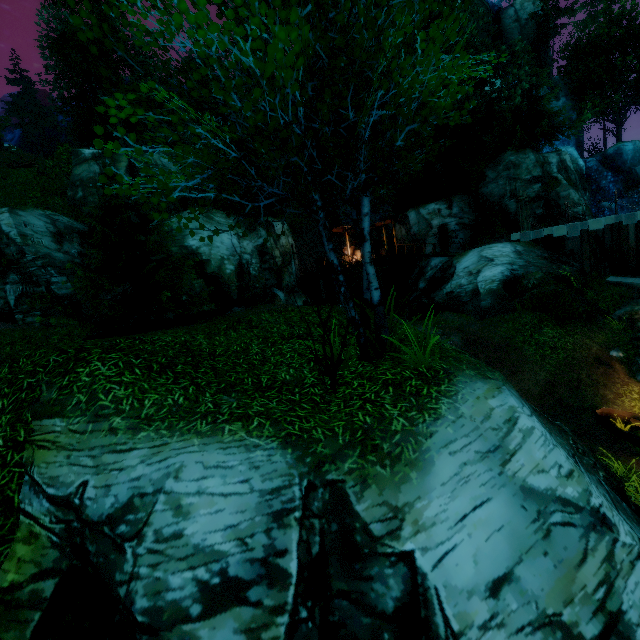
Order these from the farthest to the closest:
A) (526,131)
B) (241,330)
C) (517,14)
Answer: (517,14) → (526,131) → (241,330)

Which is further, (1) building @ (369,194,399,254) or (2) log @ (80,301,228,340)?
(1) building @ (369,194,399,254)

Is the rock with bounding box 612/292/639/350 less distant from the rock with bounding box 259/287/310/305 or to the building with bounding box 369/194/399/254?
the building with bounding box 369/194/399/254

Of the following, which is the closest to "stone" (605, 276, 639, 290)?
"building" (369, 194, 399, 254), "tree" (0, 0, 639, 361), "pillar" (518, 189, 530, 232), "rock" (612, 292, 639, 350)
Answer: "rock" (612, 292, 639, 350)

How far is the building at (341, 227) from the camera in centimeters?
2628cm

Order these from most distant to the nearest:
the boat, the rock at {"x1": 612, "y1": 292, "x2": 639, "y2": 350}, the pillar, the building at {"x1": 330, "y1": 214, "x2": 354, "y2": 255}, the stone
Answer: the building at {"x1": 330, "y1": 214, "x2": 354, "y2": 255} → the pillar → the stone → the rock at {"x1": 612, "y1": 292, "x2": 639, "y2": 350} → the boat

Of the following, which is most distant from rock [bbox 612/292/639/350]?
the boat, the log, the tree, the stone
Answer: the log

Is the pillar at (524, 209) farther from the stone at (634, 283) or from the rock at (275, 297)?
Result: the rock at (275, 297)
